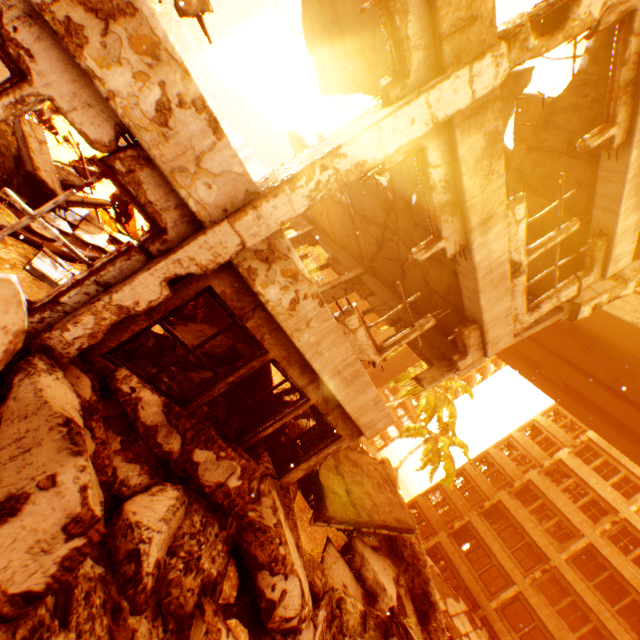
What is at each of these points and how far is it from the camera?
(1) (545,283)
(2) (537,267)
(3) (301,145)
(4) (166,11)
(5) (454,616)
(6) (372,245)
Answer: (1) floor rubble, 8.1 meters
(2) floor rubble, 8.0 meters
(3) floor rubble, 11.8 meters
(4) rubble, 37.3 meters
(5) floor rubble, 20.7 meters
(6) floor rubble, 9.5 meters

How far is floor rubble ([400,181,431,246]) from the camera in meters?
5.9 m

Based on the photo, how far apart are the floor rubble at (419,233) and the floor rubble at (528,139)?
2.5m

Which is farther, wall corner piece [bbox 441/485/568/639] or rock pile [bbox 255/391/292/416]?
wall corner piece [bbox 441/485/568/639]

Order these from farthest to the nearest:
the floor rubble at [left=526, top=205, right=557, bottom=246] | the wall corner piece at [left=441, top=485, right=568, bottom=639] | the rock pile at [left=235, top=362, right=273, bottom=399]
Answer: the wall corner piece at [left=441, top=485, right=568, bottom=639], the floor rubble at [left=526, top=205, right=557, bottom=246], the rock pile at [left=235, top=362, right=273, bottom=399]

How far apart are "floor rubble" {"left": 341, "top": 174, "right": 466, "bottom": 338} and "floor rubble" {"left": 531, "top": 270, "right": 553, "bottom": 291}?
2.49m

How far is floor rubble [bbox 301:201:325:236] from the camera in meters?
13.0

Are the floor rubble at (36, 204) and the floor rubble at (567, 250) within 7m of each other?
no
